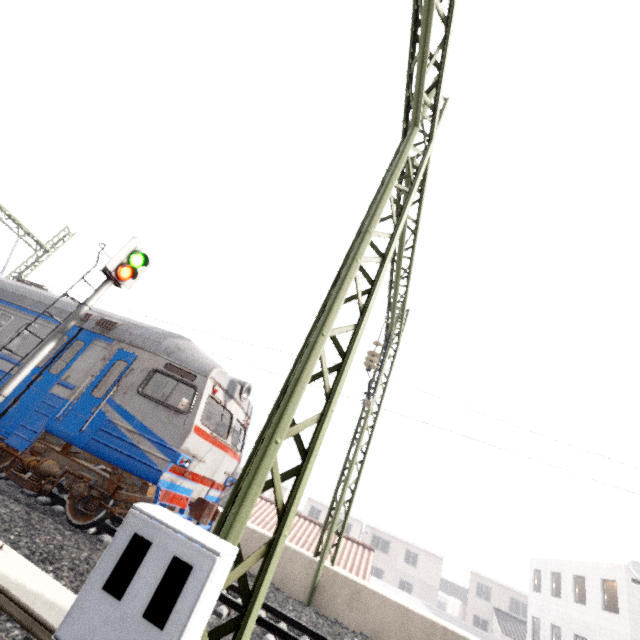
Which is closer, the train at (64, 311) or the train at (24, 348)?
the train at (24, 348)

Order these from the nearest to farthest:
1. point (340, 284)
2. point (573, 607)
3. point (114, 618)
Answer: point (114, 618) → point (340, 284) → point (573, 607)

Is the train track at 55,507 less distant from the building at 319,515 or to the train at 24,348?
the train at 24,348

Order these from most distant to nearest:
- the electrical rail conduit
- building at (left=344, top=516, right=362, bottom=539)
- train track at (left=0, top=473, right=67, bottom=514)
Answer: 1. building at (left=344, top=516, right=362, bottom=539)
2. train track at (left=0, top=473, right=67, bottom=514)
3. the electrical rail conduit

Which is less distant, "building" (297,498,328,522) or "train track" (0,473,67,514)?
"train track" (0,473,67,514)

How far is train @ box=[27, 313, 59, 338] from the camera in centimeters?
860cm

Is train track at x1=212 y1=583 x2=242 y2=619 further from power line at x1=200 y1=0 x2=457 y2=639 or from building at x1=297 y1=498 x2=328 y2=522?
building at x1=297 y1=498 x2=328 y2=522

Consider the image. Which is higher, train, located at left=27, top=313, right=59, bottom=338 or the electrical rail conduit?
train, located at left=27, top=313, right=59, bottom=338
